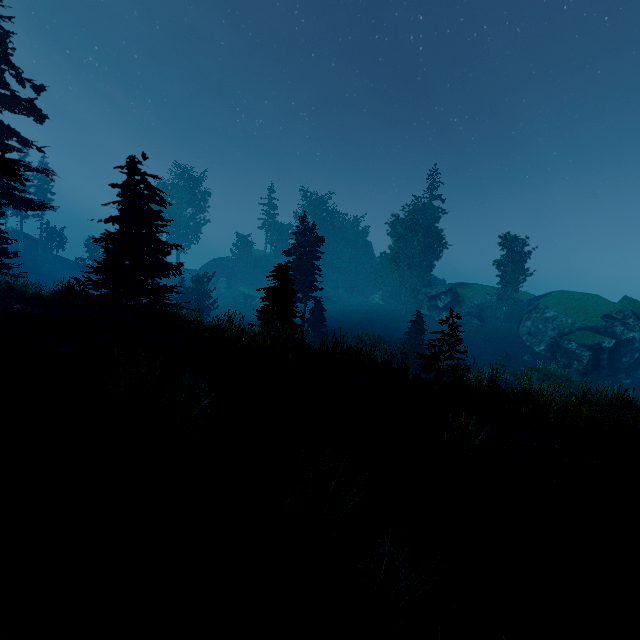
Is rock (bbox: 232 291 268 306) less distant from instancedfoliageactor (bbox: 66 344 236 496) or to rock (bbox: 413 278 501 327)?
instancedfoliageactor (bbox: 66 344 236 496)

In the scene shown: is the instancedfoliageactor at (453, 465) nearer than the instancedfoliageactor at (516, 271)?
Yes

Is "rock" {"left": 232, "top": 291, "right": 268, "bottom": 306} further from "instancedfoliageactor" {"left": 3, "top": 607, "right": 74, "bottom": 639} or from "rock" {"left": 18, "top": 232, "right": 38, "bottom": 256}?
"rock" {"left": 18, "top": 232, "right": 38, "bottom": 256}

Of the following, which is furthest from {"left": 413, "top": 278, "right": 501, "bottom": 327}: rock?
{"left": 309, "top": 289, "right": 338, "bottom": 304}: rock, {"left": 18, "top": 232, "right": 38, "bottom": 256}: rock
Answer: {"left": 18, "top": 232, "right": 38, "bottom": 256}: rock

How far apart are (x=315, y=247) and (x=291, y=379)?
20.60m

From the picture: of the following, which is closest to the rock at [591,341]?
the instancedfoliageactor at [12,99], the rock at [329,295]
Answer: the instancedfoliageactor at [12,99]

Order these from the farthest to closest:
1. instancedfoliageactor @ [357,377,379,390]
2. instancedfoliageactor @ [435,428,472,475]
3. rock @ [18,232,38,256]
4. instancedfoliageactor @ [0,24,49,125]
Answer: rock @ [18,232,38,256] < instancedfoliageactor @ [0,24,49,125] < instancedfoliageactor @ [357,377,379,390] < instancedfoliageactor @ [435,428,472,475]

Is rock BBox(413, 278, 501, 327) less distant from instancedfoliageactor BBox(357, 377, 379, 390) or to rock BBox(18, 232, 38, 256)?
instancedfoliageactor BBox(357, 377, 379, 390)
